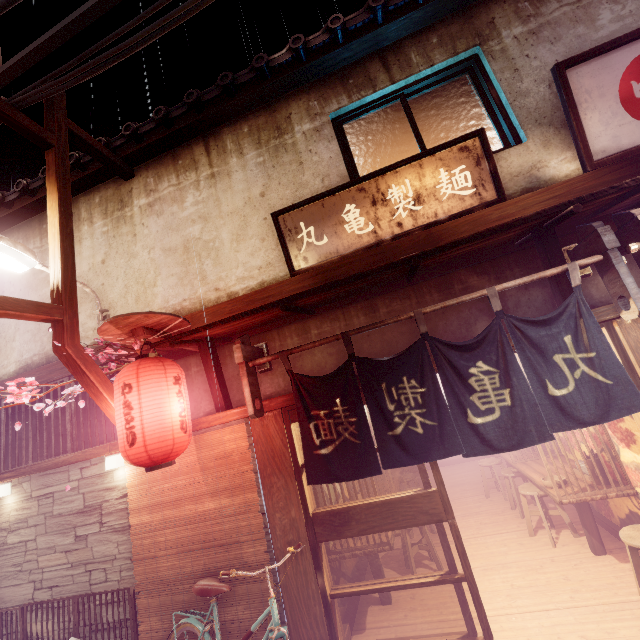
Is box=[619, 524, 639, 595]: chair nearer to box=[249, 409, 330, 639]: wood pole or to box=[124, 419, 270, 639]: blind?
box=[249, 409, 330, 639]: wood pole

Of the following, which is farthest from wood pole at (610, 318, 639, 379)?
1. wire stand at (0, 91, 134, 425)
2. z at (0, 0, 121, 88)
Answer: wire stand at (0, 91, 134, 425)

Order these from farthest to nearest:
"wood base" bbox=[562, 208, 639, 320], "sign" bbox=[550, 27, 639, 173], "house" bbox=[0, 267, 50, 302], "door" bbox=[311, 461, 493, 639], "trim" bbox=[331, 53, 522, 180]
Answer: "house" bbox=[0, 267, 50, 302]
"trim" bbox=[331, 53, 522, 180]
"sign" bbox=[550, 27, 639, 173]
"door" bbox=[311, 461, 493, 639]
"wood base" bbox=[562, 208, 639, 320]

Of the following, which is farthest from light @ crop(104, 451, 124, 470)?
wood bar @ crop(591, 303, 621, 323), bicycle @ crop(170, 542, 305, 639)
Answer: bicycle @ crop(170, 542, 305, 639)

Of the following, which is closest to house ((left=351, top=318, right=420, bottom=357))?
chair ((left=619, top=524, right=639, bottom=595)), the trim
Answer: the trim

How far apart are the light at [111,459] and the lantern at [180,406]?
2.04m

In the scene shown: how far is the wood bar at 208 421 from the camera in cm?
698

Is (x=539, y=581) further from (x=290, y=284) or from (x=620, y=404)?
(x=290, y=284)
